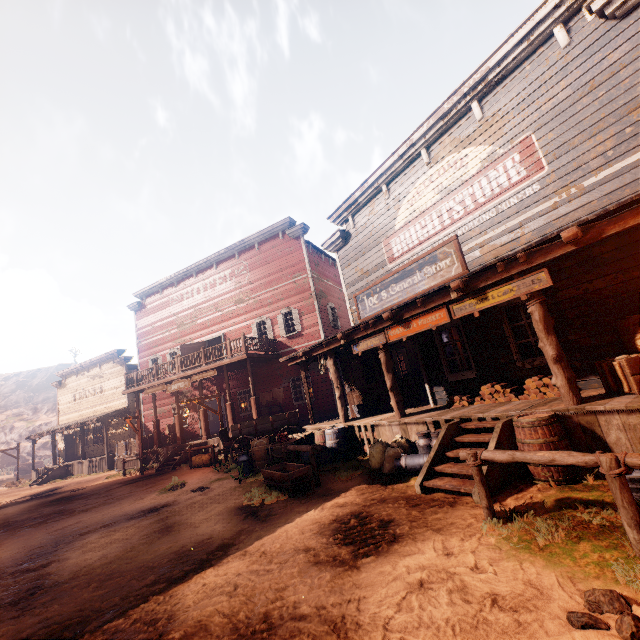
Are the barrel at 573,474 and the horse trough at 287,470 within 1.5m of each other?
no

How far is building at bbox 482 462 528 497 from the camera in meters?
5.0 m

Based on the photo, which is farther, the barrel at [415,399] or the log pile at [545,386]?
the barrel at [415,399]

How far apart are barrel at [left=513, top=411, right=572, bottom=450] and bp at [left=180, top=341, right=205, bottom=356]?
19.31m

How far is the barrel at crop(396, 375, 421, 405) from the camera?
11.3 meters

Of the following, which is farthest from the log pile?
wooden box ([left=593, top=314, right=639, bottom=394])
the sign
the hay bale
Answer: the sign

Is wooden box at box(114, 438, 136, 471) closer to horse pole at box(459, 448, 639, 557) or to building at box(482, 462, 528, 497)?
building at box(482, 462, 528, 497)

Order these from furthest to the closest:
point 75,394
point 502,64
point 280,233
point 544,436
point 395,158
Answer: point 75,394 < point 280,233 < point 395,158 < point 502,64 < point 544,436
